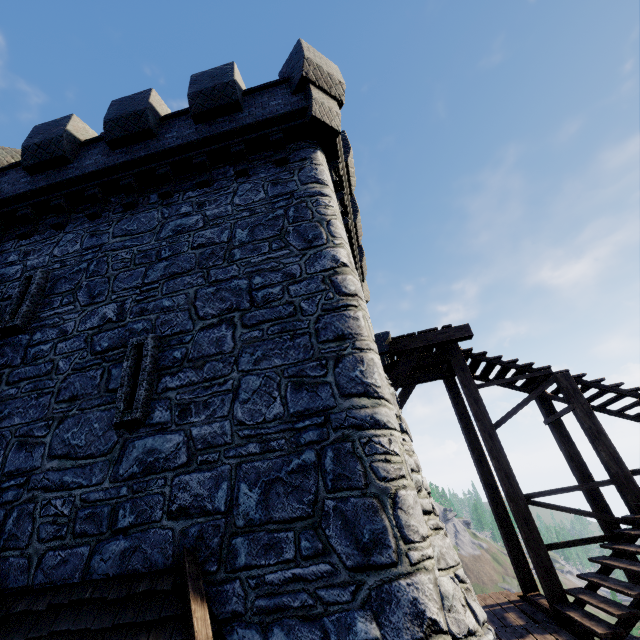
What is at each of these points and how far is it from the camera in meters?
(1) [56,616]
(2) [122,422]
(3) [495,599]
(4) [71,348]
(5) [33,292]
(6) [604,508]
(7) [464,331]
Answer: (1) awning, 3.7 m
(2) window slit, 5.0 m
(3) wooden platform, 7.9 m
(4) building, 6.1 m
(5) window slit, 6.9 m
(6) stairs, 7.9 m
(7) wooden platform, 8.0 m

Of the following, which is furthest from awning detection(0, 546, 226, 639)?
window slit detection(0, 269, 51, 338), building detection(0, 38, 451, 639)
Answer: window slit detection(0, 269, 51, 338)

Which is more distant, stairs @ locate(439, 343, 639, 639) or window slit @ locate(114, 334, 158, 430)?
stairs @ locate(439, 343, 639, 639)

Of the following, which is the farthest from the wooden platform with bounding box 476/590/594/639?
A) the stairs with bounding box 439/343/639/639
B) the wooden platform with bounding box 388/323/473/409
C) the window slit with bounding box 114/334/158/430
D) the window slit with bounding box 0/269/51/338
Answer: the window slit with bounding box 0/269/51/338

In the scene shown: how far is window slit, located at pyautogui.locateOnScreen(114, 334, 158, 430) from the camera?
5.0m

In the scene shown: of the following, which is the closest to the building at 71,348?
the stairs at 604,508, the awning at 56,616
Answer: the awning at 56,616

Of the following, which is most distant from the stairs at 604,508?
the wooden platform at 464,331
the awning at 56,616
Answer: the awning at 56,616

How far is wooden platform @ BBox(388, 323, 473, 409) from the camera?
7.9m
